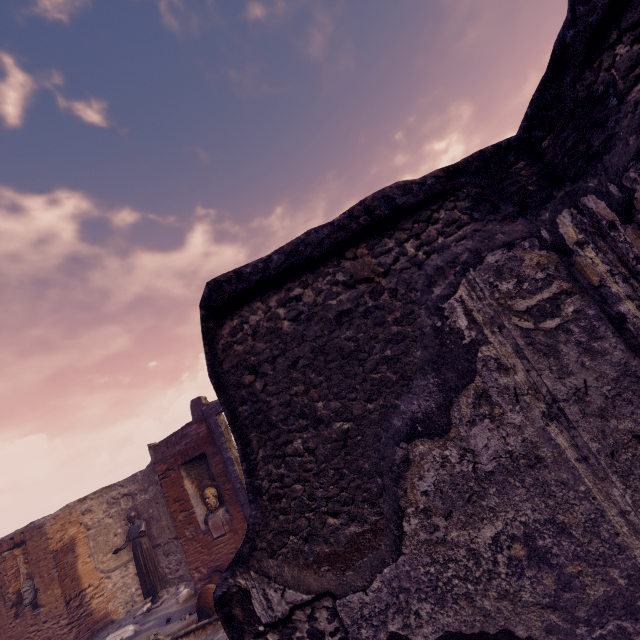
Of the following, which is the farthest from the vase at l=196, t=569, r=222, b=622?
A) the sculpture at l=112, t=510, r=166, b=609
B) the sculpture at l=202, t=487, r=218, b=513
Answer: the sculpture at l=112, t=510, r=166, b=609

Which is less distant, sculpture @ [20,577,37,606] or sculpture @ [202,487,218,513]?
sculpture @ [202,487,218,513]

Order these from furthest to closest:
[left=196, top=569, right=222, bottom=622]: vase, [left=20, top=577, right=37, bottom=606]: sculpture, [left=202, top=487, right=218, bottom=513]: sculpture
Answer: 1. [left=20, top=577, right=37, bottom=606]: sculpture
2. [left=202, top=487, right=218, bottom=513]: sculpture
3. [left=196, top=569, right=222, bottom=622]: vase

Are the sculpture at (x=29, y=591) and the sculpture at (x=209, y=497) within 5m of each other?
no

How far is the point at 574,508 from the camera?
1.30m

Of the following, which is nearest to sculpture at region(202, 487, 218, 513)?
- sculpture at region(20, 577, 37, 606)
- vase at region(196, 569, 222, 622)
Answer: vase at region(196, 569, 222, 622)

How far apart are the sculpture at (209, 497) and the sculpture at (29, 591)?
6.6m

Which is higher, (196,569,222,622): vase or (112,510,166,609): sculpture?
(112,510,166,609): sculpture
